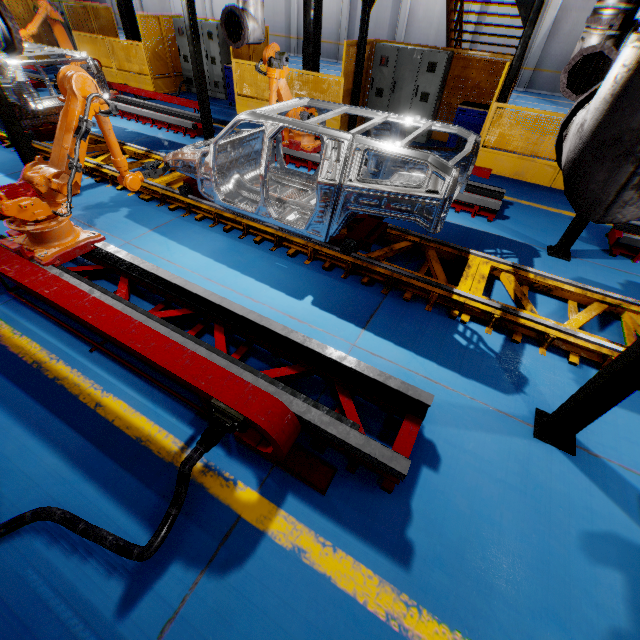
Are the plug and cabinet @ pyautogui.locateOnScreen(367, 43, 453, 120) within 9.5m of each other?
no

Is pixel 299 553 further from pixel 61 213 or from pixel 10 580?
pixel 61 213

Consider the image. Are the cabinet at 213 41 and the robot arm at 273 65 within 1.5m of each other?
no

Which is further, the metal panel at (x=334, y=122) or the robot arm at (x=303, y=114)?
the metal panel at (x=334, y=122)

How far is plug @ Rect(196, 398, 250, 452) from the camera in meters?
2.4

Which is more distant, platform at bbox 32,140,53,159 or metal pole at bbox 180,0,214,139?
platform at bbox 32,140,53,159

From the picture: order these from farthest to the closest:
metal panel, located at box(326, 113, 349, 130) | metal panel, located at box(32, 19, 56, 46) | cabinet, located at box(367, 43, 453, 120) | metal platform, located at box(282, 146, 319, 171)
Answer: metal panel, located at box(32, 19, 56, 46) → metal panel, located at box(326, 113, 349, 130) → cabinet, located at box(367, 43, 453, 120) → metal platform, located at box(282, 146, 319, 171)

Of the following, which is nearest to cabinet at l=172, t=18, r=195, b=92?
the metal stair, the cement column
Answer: the metal stair
